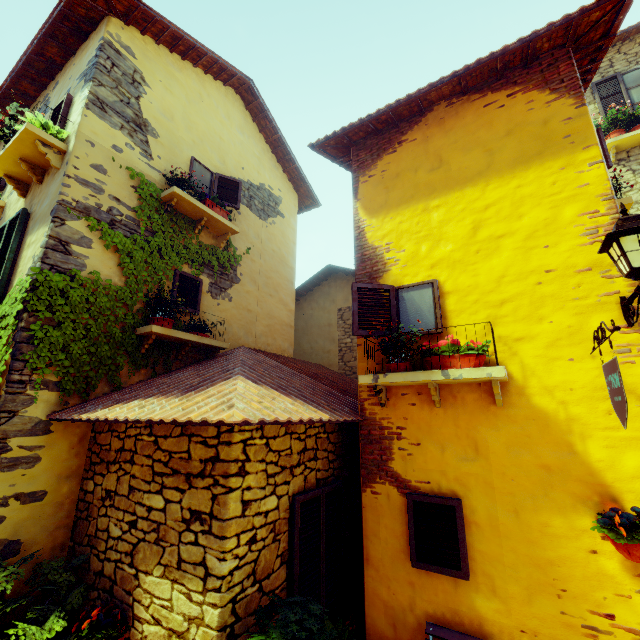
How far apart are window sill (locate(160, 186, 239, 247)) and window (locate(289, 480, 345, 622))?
4.91m

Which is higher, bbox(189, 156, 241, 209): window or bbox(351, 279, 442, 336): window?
bbox(189, 156, 241, 209): window

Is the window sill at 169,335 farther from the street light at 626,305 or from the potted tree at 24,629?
the street light at 626,305

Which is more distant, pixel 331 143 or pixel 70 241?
pixel 331 143

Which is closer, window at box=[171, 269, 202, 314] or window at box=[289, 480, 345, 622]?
window at box=[289, 480, 345, 622]

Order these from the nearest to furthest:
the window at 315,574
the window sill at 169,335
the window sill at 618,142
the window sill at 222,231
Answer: the window at 315,574
the window sill at 169,335
the window sill at 222,231
the window sill at 618,142

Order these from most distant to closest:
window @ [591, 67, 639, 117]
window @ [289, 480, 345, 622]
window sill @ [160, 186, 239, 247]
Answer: window @ [591, 67, 639, 117]
window sill @ [160, 186, 239, 247]
window @ [289, 480, 345, 622]

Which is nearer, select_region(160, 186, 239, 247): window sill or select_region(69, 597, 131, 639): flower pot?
select_region(69, 597, 131, 639): flower pot
